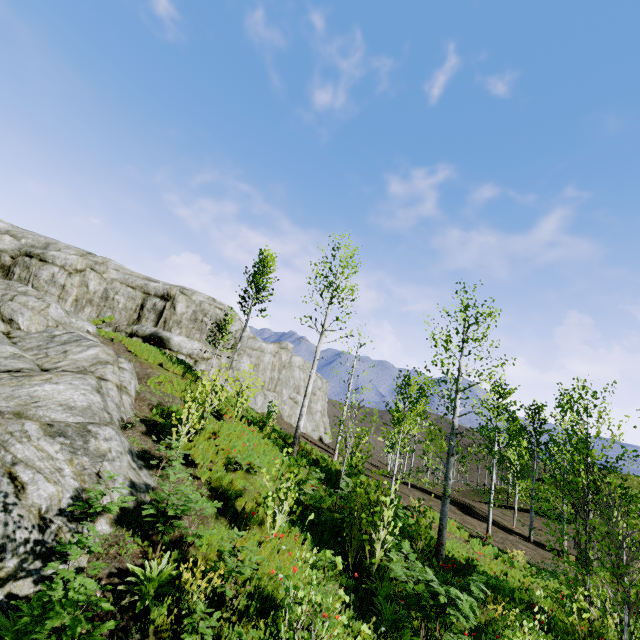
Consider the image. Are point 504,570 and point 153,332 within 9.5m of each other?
no

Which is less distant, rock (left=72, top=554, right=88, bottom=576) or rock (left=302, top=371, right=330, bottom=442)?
rock (left=72, top=554, right=88, bottom=576)

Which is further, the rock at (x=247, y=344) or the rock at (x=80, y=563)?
the rock at (x=247, y=344)

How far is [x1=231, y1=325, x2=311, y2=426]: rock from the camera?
29.53m
